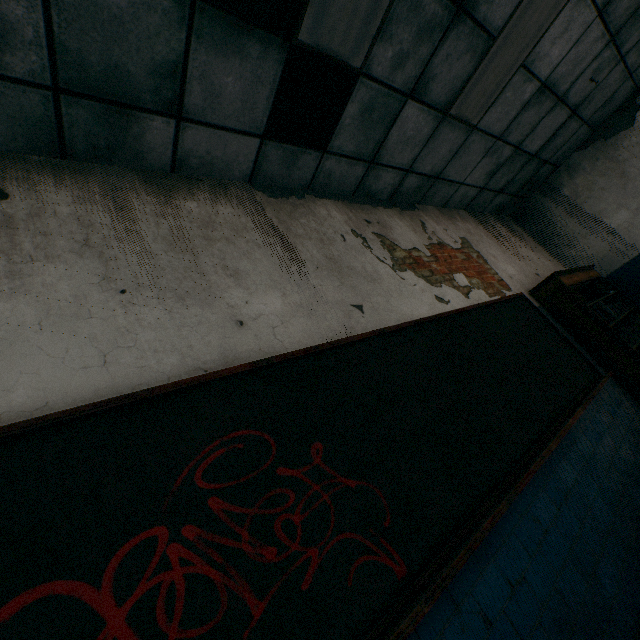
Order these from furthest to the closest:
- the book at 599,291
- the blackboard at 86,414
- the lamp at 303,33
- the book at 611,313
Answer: the book at 599,291 → the book at 611,313 → the lamp at 303,33 → the blackboard at 86,414

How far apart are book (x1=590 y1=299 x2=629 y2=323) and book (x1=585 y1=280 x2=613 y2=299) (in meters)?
0.12

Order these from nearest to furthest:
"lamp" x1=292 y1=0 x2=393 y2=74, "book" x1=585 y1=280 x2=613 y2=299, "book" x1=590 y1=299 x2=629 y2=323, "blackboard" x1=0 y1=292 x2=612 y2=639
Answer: "blackboard" x1=0 y1=292 x2=612 y2=639
"lamp" x1=292 y1=0 x2=393 y2=74
"book" x1=590 y1=299 x2=629 y2=323
"book" x1=585 y1=280 x2=613 y2=299

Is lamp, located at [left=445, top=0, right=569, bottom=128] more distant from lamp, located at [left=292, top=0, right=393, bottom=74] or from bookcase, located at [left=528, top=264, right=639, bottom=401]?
bookcase, located at [left=528, top=264, right=639, bottom=401]

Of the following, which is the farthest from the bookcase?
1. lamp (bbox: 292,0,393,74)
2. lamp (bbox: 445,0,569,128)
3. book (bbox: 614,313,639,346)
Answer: lamp (bbox: 292,0,393,74)

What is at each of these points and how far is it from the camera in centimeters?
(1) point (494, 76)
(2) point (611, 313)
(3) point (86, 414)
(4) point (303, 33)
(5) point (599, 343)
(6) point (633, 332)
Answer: (1) lamp, 335cm
(2) book, 426cm
(3) blackboard, 125cm
(4) lamp, 219cm
(5) bookcase, 380cm
(6) book, 408cm

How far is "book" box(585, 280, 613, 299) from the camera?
4.8m

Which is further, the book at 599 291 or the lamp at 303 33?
the book at 599 291
